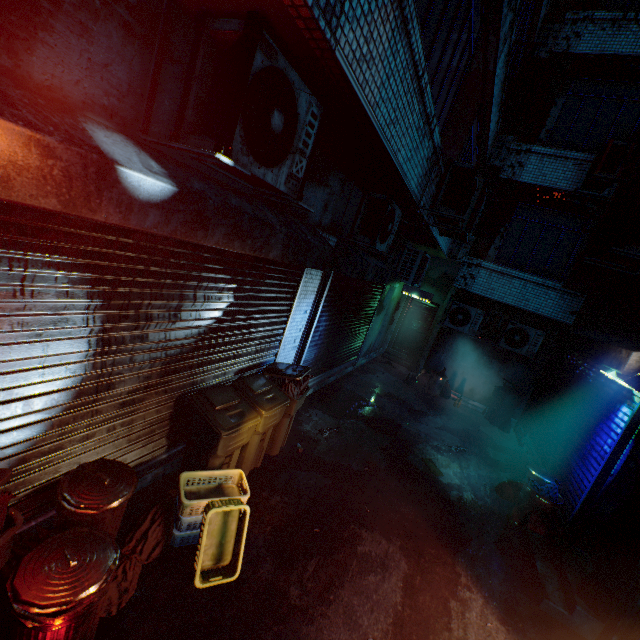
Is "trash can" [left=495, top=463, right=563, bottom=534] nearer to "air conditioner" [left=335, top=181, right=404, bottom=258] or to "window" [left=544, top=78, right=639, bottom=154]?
"air conditioner" [left=335, top=181, right=404, bottom=258]

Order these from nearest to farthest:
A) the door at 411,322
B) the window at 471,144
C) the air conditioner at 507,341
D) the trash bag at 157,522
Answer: the trash bag at 157,522
the window at 471,144
the air conditioner at 507,341
the door at 411,322

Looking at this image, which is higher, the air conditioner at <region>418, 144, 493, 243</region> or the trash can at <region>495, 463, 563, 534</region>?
the air conditioner at <region>418, 144, 493, 243</region>

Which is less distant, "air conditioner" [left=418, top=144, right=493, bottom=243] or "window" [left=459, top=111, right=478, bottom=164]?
"air conditioner" [left=418, top=144, right=493, bottom=243]

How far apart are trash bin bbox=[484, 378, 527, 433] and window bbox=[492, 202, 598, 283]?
2.75m

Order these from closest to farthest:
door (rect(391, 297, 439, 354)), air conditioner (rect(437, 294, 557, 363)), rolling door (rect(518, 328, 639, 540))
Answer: rolling door (rect(518, 328, 639, 540)) → air conditioner (rect(437, 294, 557, 363)) → door (rect(391, 297, 439, 354))

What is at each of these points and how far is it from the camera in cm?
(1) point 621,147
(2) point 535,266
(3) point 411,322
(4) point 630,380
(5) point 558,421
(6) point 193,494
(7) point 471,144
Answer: (1) air conditioner, 637
(2) window, 823
(3) door, 1141
(4) light, 379
(5) rolling door, 599
(6) laundry basket, 288
(7) window, 705

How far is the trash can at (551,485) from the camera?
4.4 meters
